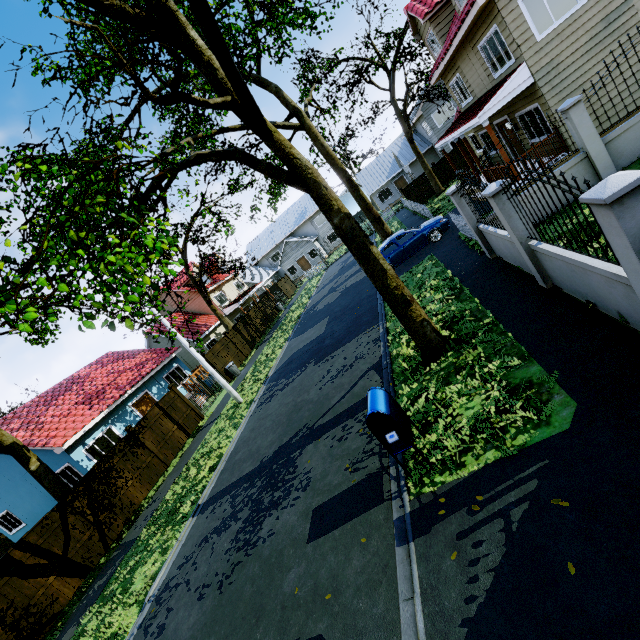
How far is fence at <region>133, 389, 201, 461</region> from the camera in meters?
14.9

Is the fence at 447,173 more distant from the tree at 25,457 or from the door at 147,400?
the door at 147,400

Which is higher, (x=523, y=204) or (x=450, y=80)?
(x=450, y=80)

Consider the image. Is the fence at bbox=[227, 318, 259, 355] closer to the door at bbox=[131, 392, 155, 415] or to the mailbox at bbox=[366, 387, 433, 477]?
the mailbox at bbox=[366, 387, 433, 477]

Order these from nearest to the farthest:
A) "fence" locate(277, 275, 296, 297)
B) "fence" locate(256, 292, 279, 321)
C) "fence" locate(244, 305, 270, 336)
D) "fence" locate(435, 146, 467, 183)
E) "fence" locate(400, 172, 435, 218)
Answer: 1. "fence" locate(400, 172, 435, 218)
2. "fence" locate(435, 146, 467, 183)
3. "fence" locate(244, 305, 270, 336)
4. "fence" locate(256, 292, 279, 321)
5. "fence" locate(277, 275, 296, 297)

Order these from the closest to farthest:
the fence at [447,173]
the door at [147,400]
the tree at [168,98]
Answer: the tree at [168,98] → the door at [147,400] → the fence at [447,173]

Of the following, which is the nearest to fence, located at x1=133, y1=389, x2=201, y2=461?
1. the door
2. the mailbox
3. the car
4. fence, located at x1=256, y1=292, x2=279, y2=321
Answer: fence, located at x1=256, y1=292, x2=279, y2=321
